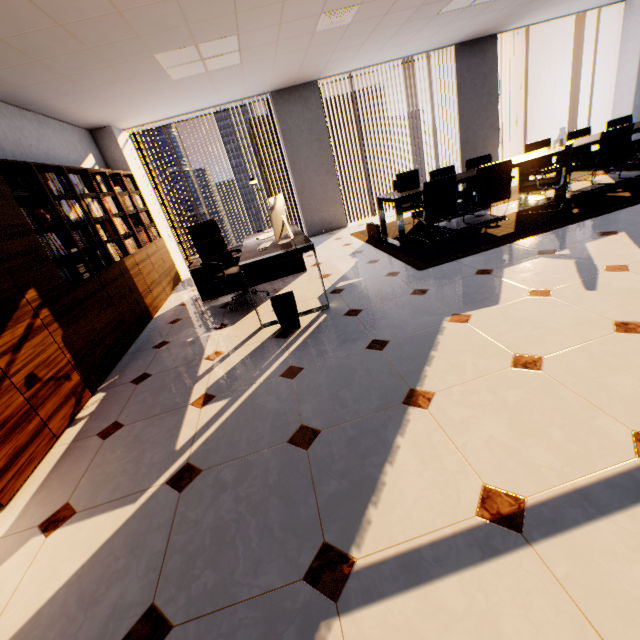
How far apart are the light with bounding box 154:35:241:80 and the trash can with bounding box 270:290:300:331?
3.1 meters

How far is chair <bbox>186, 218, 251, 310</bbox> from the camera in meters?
4.1 m

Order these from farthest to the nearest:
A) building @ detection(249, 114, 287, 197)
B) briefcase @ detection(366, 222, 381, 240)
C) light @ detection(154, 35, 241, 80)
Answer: building @ detection(249, 114, 287, 197) < briefcase @ detection(366, 222, 381, 240) < light @ detection(154, 35, 241, 80)

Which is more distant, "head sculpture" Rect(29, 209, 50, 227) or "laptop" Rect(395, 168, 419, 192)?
"laptop" Rect(395, 168, 419, 192)

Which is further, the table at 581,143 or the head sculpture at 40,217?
the table at 581,143

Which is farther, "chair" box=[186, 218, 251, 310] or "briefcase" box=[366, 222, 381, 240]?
"briefcase" box=[366, 222, 381, 240]

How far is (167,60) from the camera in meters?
3.9 m

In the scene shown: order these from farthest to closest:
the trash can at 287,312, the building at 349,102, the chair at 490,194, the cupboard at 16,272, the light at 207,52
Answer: the building at 349,102 → the chair at 490,194 → the light at 207,52 → the trash can at 287,312 → the cupboard at 16,272
